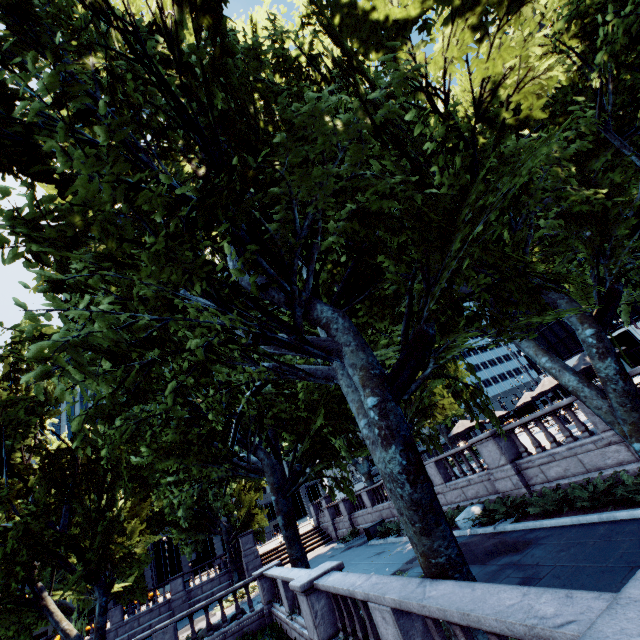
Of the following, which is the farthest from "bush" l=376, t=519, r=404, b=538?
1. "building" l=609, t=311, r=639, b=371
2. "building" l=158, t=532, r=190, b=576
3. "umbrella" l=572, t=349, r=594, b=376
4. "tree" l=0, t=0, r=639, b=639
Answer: "building" l=609, t=311, r=639, b=371

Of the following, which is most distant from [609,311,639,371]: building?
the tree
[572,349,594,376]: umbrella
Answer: [572,349,594,376]: umbrella

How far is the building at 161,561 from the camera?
54.00m

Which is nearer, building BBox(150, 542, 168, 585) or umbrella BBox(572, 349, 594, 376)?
umbrella BBox(572, 349, 594, 376)

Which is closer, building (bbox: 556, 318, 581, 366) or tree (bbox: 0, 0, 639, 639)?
tree (bbox: 0, 0, 639, 639)

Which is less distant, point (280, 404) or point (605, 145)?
point (605, 145)

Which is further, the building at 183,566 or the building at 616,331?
the building at 183,566
